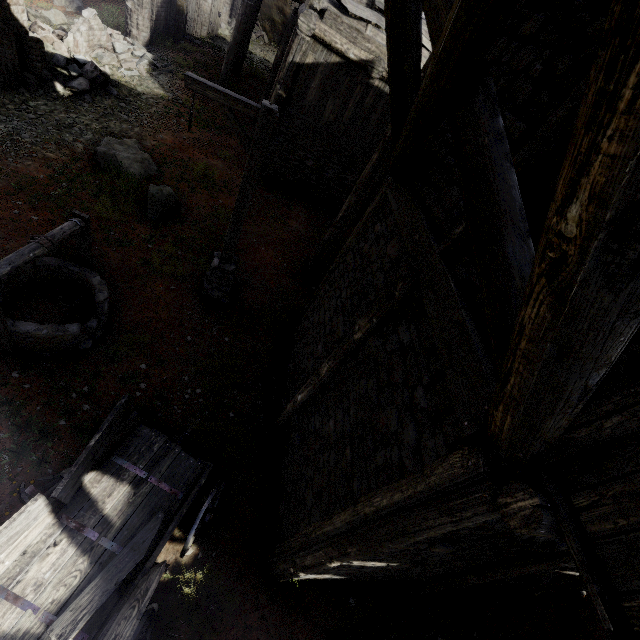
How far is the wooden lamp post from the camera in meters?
5.4

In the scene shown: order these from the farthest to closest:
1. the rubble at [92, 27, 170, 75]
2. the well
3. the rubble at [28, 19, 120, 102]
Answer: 1. the rubble at [92, 27, 170, 75]
2. the rubble at [28, 19, 120, 102]
3. the well

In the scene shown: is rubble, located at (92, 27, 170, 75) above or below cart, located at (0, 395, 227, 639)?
above

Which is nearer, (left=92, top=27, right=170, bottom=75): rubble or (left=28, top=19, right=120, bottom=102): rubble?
(left=28, top=19, right=120, bottom=102): rubble

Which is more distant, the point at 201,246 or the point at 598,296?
the point at 201,246

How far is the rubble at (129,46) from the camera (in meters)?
12.89

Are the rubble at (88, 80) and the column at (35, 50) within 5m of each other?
yes

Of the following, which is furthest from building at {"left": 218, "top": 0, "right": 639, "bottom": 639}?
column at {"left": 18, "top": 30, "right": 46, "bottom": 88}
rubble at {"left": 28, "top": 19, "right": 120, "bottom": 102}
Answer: column at {"left": 18, "top": 30, "right": 46, "bottom": 88}
